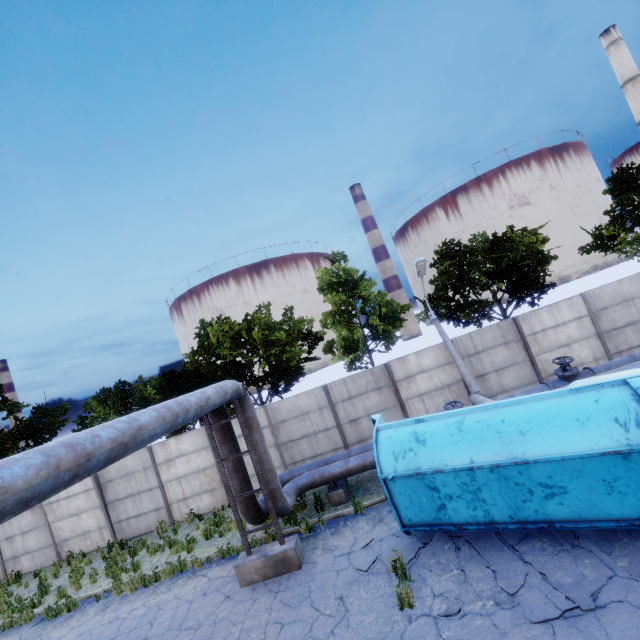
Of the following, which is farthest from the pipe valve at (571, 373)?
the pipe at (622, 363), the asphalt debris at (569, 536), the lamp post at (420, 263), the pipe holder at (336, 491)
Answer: the pipe holder at (336, 491)

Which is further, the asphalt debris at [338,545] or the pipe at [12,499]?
the asphalt debris at [338,545]

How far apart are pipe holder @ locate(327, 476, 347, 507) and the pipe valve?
8.0m

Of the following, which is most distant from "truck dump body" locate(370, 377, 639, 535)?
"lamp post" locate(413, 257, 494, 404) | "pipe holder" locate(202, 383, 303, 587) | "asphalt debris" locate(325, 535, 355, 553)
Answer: "pipe holder" locate(202, 383, 303, 587)

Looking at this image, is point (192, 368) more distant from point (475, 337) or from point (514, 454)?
point (514, 454)

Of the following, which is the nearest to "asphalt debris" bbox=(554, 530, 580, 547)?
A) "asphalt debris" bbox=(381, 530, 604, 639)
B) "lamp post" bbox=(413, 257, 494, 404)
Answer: "asphalt debris" bbox=(381, 530, 604, 639)

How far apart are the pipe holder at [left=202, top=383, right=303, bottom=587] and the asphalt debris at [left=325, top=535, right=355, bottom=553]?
0.6 meters

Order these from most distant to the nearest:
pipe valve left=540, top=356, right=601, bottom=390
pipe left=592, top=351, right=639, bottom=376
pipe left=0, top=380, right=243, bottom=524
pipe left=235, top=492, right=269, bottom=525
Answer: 1. pipe valve left=540, top=356, right=601, bottom=390
2. pipe left=592, top=351, right=639, bottom=376
3. pipe left=235, top=492, right=269, bottom=525
4. pipe left=0, top=380, right=243, bottom=524
